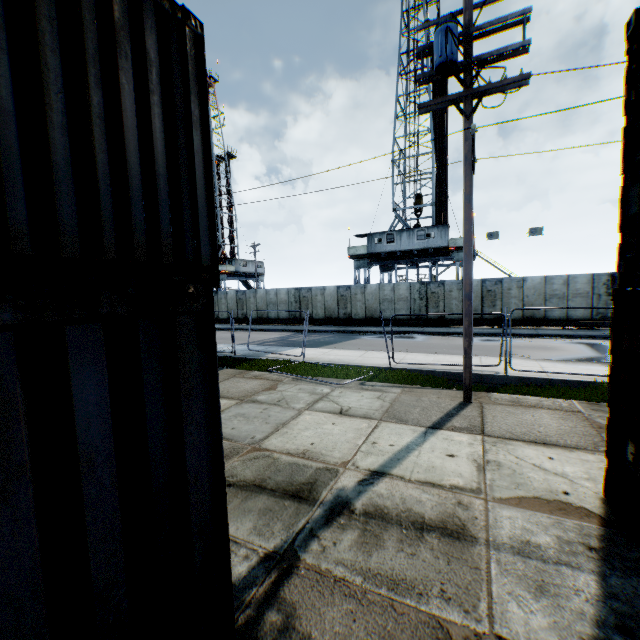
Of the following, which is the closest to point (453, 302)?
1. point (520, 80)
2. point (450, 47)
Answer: point (520, 80)

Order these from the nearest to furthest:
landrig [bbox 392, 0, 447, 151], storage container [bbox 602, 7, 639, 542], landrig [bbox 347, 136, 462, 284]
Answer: storage container [bbox 602, 7, 639, 542]
landrig [bbox 347, 136, 462, 284]
landrig [bbox 392, 0, 447, 151]

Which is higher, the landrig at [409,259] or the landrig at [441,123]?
the landrig at [441,123]

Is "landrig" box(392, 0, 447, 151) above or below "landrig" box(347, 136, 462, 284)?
above

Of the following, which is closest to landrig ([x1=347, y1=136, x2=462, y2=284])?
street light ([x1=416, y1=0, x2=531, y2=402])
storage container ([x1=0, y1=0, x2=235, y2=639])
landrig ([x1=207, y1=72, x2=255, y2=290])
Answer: street light ([x1=416, y1=0, x2=531, y2=402])

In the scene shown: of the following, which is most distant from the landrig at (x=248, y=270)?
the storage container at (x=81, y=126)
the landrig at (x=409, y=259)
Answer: the storage container at (x=81, y=126)

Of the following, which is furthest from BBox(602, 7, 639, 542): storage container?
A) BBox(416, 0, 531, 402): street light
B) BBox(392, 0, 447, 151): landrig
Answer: BBox(392, 0, 447, 151): landrig

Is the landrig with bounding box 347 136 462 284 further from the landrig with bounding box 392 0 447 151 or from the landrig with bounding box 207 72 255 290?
the landrig with bounding box 207 72 255 290
